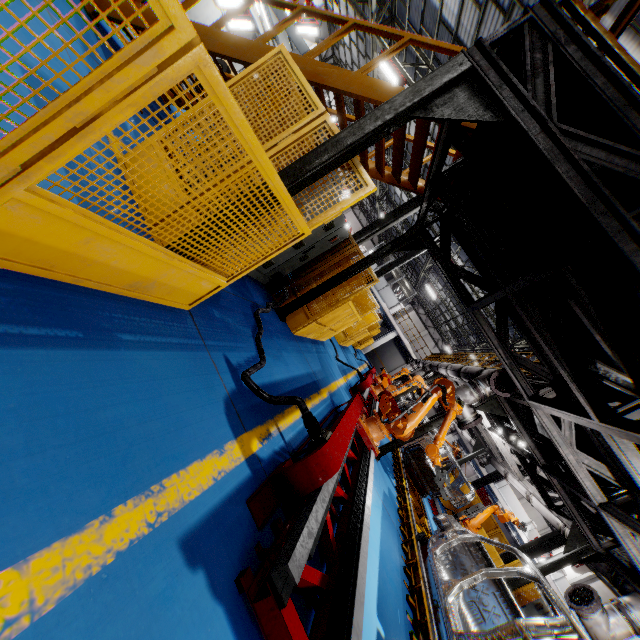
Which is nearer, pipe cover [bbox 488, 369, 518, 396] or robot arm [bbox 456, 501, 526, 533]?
pipe cover [bbox 488, 369, 518, 396]

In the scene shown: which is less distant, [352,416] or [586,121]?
[586,121]

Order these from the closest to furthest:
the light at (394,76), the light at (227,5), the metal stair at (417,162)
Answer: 1. the metal stair at (417,162)
2. the light at (394,76)
3. the light at (227,5)

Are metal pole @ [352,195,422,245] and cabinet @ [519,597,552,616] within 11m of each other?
no

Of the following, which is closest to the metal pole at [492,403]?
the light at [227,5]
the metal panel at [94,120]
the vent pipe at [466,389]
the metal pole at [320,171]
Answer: the vent pipe at [466,389]

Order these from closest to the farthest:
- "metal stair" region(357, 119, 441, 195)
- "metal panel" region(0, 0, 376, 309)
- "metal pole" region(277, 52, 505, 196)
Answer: "metal panel" region(0, 0, 376, 309), "metal pole" region(277, 52, 505, 196), "metal stair" region(357, 119, 441, 195)

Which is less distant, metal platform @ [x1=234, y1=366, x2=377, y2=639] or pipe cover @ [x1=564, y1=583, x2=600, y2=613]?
metal platform @ [x1=234, y1=366, x2=377, y2=639]

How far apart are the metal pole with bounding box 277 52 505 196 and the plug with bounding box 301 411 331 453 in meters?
2.0
